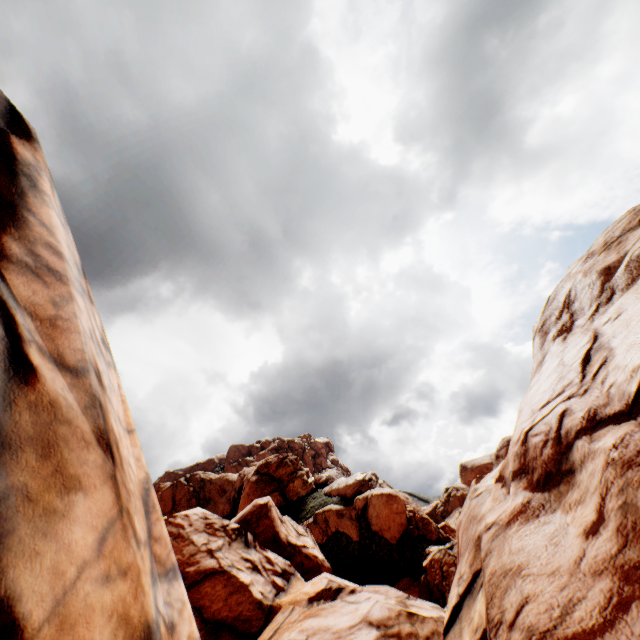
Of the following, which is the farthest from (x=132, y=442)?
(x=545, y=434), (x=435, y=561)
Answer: (x=435, y=561)
